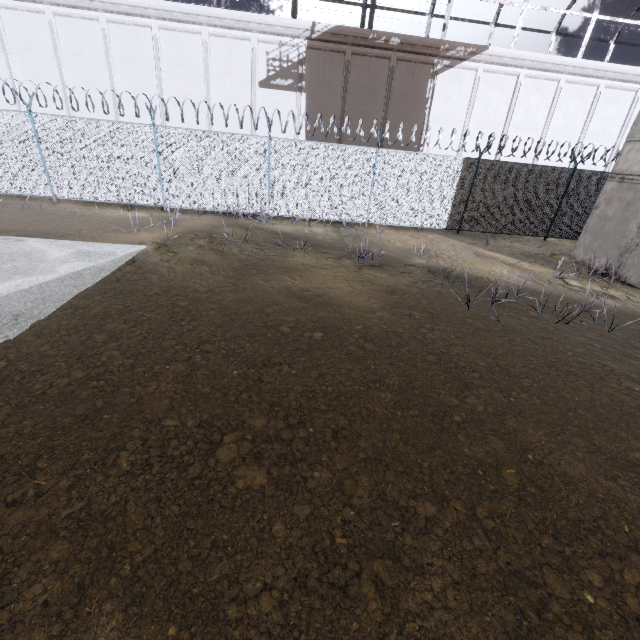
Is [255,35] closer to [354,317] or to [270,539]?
[354,317]

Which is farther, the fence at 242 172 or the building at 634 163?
the fence at 242 172

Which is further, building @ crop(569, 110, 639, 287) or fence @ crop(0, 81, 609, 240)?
fence @ crop(0, 81, 609, 240)
